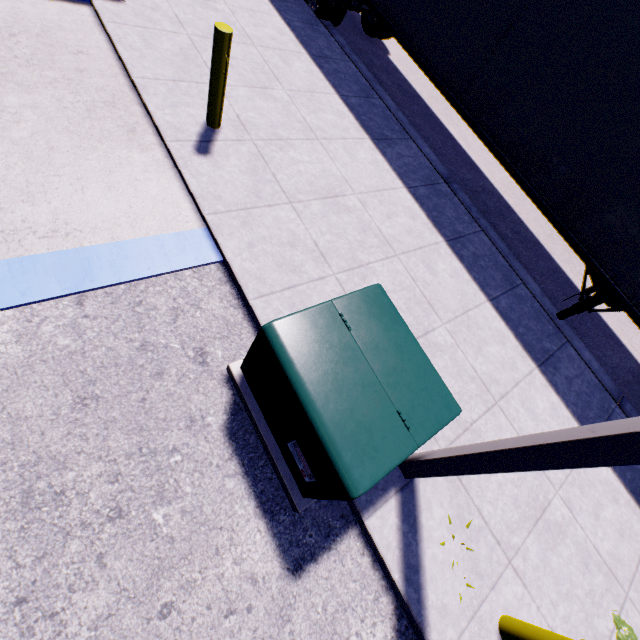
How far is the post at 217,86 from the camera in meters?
3.7 m

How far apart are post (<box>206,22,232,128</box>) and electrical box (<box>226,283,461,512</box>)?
3.30m

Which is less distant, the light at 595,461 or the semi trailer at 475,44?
the light at 595,461

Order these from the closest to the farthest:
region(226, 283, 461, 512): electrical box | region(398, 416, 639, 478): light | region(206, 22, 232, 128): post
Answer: region(398, 416, 639, 478): light, region(226, 283, 461, 512): electrical box, region(206, 22, 232, 128): post

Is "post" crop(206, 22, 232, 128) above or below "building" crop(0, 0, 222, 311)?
above

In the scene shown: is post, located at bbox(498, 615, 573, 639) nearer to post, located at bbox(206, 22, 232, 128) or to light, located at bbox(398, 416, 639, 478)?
light, located at bbox(398, 416, 639, 478)

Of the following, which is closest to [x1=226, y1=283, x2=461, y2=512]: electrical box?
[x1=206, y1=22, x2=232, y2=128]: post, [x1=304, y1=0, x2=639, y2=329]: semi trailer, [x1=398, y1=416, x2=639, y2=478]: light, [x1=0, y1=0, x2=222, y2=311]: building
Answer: [x1=398, y1=416, x2=639, y2=478]: light

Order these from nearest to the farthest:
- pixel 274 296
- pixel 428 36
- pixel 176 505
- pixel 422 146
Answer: pixel 176 505, pixel 274 296, pixel 428 36, pixel 422 146
